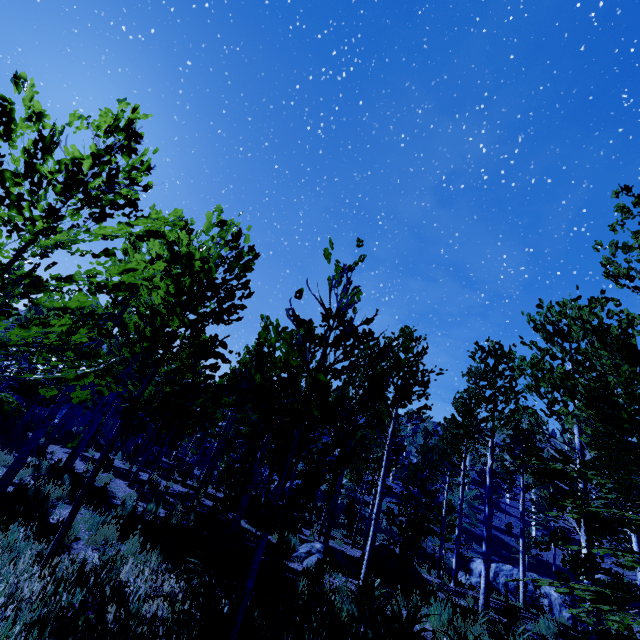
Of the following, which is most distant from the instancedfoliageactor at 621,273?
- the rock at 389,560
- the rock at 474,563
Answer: the rock at 474,563

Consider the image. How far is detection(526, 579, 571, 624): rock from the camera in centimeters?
1855cm

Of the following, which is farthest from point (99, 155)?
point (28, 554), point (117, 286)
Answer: point (28, 554)

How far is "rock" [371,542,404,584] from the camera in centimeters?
1034cm

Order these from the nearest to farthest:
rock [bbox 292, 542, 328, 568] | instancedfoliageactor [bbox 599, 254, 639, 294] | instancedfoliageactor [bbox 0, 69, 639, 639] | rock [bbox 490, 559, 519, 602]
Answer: instancedfoliageactor [bbox 0, 69, 639, 639] → instancedfoliageactor [bbox 599, 254, 639, 294] → rock [bbox 292, 542, 328, 568] → rock [bbox 490, 559, 519, 602]

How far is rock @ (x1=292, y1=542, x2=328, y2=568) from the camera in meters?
9.1 m

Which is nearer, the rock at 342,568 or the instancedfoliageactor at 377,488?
the instancedfoliageactor at 377,488
